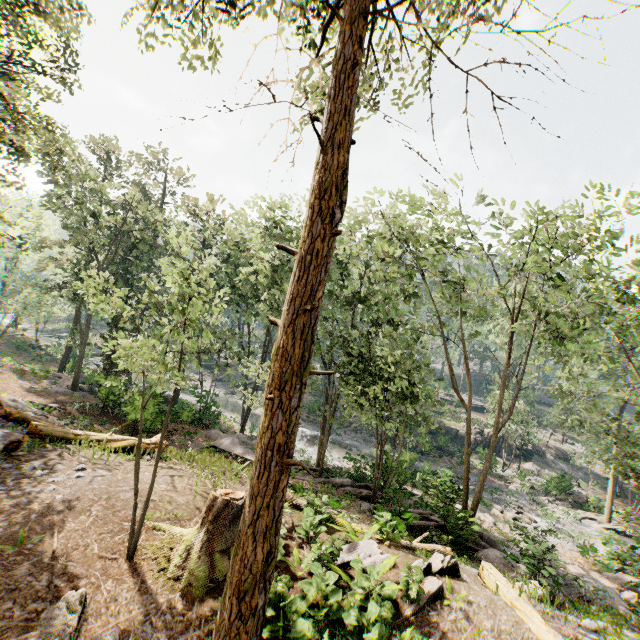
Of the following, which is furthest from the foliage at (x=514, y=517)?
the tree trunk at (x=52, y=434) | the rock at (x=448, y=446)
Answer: the tree trunk at (x=52, y=434)

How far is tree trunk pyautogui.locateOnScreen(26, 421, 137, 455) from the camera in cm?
1234

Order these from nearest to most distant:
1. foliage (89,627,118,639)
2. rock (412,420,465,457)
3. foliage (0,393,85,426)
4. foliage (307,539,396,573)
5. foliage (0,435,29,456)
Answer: foliage (89,627,118,639), foliage (307,539,396,573), foliage (0,435,29,456), foliage (0,393,85,426), rock (412,420,465,457)

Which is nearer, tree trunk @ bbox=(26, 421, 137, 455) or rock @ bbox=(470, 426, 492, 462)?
tree trunk @ bbox=(26, 421, 137, 455)

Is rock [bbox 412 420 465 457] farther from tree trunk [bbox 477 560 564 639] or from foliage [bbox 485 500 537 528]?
tree trunk [bbox 477 560 564 639]

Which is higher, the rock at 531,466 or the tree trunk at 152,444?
the tree trunk at 152,444

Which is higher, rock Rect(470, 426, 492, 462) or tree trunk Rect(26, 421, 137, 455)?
tree trunk Rect(26, 421, 137, 455)

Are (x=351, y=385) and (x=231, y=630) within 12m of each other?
no
